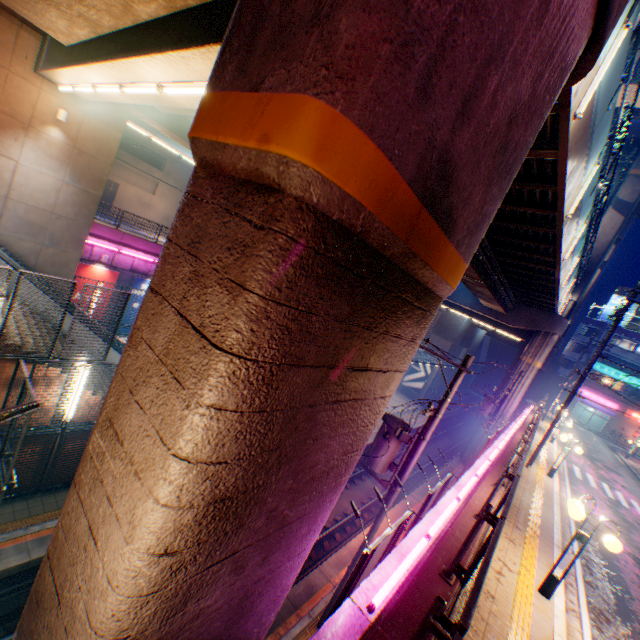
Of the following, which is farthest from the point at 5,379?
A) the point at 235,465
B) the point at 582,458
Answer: the point at 582,458

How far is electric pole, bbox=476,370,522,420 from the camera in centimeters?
2394cm

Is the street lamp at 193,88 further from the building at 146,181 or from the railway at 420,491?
the building at 146,181

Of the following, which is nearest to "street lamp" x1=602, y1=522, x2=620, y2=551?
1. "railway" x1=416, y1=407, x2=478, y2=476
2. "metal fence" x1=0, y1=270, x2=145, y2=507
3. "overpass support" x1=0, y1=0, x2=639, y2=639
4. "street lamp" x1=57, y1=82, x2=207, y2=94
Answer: "metal fence" x1=0, y1=270, x2=145, y2=507

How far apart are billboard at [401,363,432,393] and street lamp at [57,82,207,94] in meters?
39.6 m

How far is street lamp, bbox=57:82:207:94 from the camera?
5.9 meters

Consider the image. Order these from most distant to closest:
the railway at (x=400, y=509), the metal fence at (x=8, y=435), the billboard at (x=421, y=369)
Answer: the billboard at (x=421, y=369), the railway at (x=400, y=509), the metal fence at (x=8, y=435)

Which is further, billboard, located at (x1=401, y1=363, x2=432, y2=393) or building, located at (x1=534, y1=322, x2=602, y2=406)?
building, located at (x1=534, y1=322, x2=602, y2=406)
